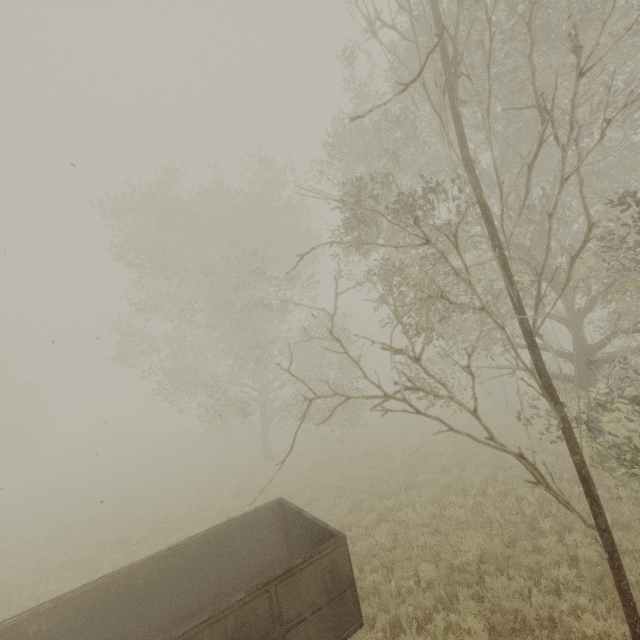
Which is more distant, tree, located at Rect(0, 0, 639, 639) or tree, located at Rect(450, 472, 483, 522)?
tree, located at Rect(450, 472, 483, 522)

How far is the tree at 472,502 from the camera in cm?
962

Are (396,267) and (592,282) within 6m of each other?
yes

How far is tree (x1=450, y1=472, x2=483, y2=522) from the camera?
9.62m

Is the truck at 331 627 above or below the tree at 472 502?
above

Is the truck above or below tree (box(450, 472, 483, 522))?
above

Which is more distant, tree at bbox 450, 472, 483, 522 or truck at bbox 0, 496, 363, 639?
tree at bbox 450, 472, 483, 522
